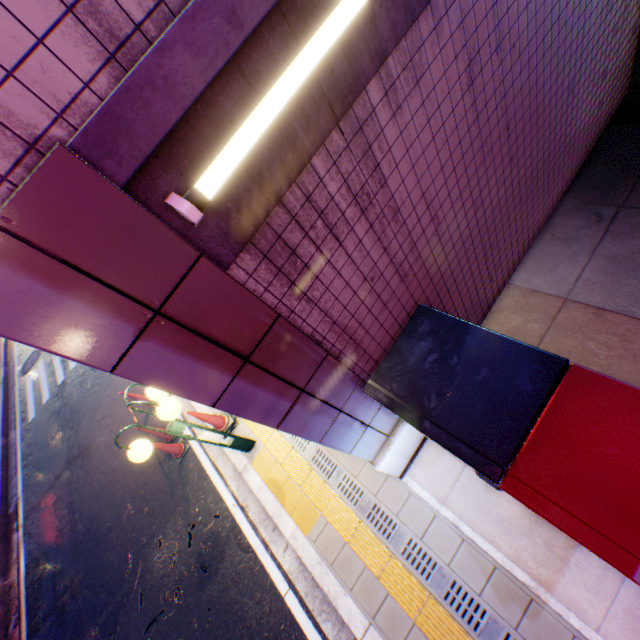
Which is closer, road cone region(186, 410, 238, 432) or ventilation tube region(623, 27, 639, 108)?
ventilation tube region(623, 27, 639, 108)

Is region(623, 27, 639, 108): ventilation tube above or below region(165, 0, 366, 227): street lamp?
below

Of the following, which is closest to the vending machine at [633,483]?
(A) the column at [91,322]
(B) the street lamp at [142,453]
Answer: (A) the column at [91,322]

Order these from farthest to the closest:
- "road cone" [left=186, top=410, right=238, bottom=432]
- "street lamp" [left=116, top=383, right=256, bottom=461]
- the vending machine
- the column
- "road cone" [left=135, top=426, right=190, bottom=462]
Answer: "road cone" [left=135, top=426, right=190, bottom=462], "road cone" [left=186, top=410, right=238, bottom=432], "street lamp" [left=116, top=383, right=256, bottom=461], the vending machine, the column

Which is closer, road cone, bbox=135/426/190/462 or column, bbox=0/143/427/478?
column, bbox=0/143/427/478

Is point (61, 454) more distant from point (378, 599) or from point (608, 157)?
point (608, 157)

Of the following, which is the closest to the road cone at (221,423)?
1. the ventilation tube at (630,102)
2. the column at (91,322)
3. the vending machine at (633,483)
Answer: the column at (91,322)

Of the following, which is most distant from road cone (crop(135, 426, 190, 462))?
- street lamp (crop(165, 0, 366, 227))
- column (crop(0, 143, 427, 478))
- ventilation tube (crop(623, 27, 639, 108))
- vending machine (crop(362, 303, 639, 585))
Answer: ventilation tube (crop(623, 27, 639, 108))
